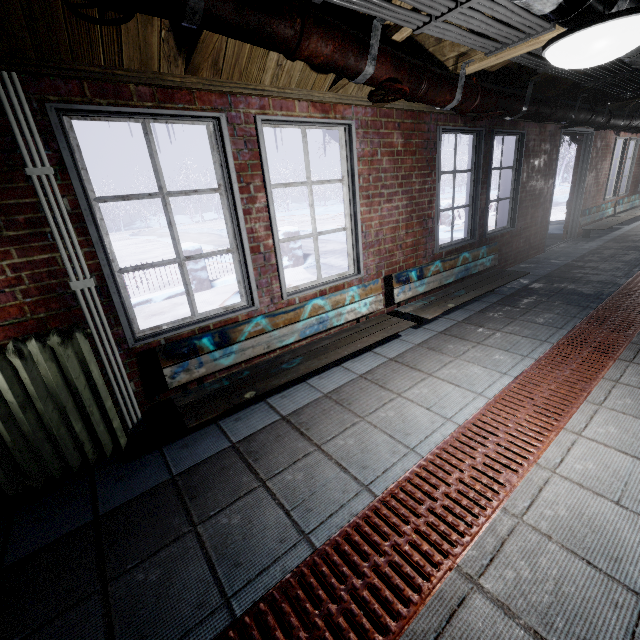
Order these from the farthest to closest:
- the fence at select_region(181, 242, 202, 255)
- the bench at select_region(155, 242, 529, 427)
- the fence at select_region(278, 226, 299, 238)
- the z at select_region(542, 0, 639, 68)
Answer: the fence at select_region(278, 226, 299, 238)
the fence at select_region(181, 242, 202, 255)
the bench at select_region(155, 242, 529, 427)
the z at select_region(542, 0, 639, 68)

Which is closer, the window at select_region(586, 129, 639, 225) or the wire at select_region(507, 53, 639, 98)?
the wire at select_region(507, 53, 639, 98)

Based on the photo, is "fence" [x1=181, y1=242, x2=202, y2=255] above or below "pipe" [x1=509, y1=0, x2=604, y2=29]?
below

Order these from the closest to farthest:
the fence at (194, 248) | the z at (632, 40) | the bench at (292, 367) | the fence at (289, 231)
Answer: the z at (632, 40) < the bench at (292, 367) < the fence at (194, 248) < the fence at (289, 231)

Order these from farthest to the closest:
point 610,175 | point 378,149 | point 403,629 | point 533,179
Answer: point 610,175 < point 533,179 < point 378,149 < point 403,629

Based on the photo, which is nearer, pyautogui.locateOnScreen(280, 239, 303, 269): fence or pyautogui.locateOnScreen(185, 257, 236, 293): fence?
pyautogui.locateOnScreen(185, 257, 236, 293): fence

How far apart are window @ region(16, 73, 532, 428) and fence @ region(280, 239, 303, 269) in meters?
3.7 m

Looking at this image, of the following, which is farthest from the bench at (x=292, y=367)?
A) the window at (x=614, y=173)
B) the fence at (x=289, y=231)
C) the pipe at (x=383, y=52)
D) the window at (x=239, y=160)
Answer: the window at (x=614, y=173)
